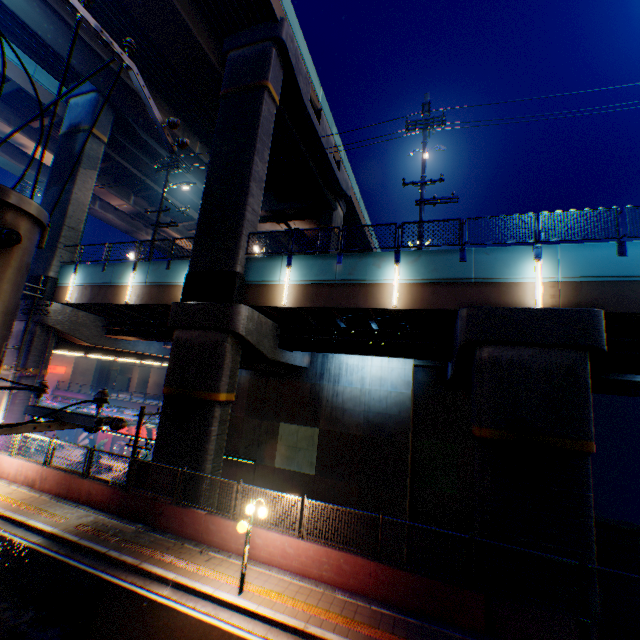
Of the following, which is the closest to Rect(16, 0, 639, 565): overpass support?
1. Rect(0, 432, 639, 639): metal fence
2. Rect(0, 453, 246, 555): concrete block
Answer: Rect(0, 432, 639, 639): metal fence

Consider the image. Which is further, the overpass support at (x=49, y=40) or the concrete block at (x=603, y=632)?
the overpass support at (x=49, y=40)

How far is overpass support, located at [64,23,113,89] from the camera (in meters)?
18.91

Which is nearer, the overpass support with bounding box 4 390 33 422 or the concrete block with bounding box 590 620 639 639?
the concrete block with bounding box 590 620 639 639

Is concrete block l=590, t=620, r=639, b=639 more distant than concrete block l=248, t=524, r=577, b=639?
No

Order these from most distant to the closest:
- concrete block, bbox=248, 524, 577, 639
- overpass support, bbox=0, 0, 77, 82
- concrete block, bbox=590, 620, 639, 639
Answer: overpass support, bbox=0, 0, 77, 82
concrete block, bbox=248, 524, 577, 639
concrete block, bbox=590, 620, 639, 639

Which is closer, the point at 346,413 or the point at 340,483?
the point at 340,483
